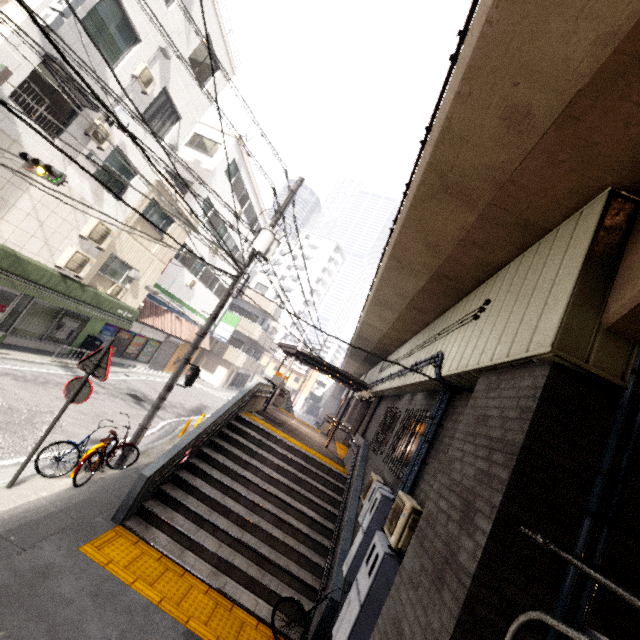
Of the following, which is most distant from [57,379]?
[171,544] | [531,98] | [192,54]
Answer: [531,98]

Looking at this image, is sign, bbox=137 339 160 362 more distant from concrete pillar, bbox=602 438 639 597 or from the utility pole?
concrete pillar, bbox=602 438 639 597

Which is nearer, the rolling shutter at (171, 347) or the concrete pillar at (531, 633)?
the concrete pillar at (531, 633)

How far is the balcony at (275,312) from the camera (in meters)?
31.89

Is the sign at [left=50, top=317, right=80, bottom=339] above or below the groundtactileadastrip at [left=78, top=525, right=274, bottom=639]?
above

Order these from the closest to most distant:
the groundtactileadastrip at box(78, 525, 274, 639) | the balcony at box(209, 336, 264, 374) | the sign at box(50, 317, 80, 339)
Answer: the groundtactileadastrip at box(78, 525, 274, 639) → the sign at box(50, 317, 80, 339) → the balcony at box(209, 336, 264, 374)

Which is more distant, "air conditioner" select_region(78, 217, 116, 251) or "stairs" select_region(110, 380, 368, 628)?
"air conditioner" select_region(78, 217, 116, 251)

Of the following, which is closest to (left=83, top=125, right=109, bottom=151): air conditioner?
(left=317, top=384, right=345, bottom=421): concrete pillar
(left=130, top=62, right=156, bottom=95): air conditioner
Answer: (left=130, top=62, right=156, bottom=95): air conditioner
